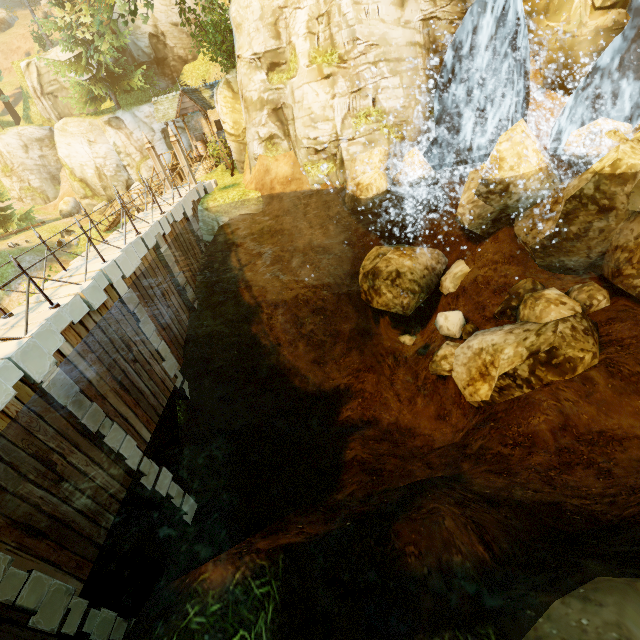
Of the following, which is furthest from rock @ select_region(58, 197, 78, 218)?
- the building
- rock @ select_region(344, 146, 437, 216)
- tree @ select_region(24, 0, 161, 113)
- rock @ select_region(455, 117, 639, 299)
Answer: rock @ select_region(455, 117, 639, 299)

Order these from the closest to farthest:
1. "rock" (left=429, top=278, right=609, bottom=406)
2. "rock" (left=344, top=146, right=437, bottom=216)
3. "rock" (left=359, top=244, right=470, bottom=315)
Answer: "rock" (left=429, top=278, right=609, bottom=406)
"rock" (left=344, top=146, right=437, bottom=216)
"rock" (left=359, top=244, right=470, bottom=315)

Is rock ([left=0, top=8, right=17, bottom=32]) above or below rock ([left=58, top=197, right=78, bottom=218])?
above

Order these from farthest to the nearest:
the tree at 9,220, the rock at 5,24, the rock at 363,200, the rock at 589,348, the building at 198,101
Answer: the rock at 5,24
the tree at 9,220
the building at 198,101
the rock at 363,200
the rock at 589,348

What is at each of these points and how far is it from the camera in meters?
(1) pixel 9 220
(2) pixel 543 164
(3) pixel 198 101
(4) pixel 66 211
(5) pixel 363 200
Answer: (1) tree, 27.5
(2) rock, 11.0
(3) building, 22.6
(4) rock, 31.7
(5) rock, 12.6

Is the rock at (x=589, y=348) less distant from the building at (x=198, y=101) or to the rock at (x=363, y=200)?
the rock at (x=363, y=200)

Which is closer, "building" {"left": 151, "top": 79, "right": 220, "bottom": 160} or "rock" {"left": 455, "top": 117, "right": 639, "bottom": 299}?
"rock" {"left": 455, "top": 117, "right": 639, "bottom": 299}
